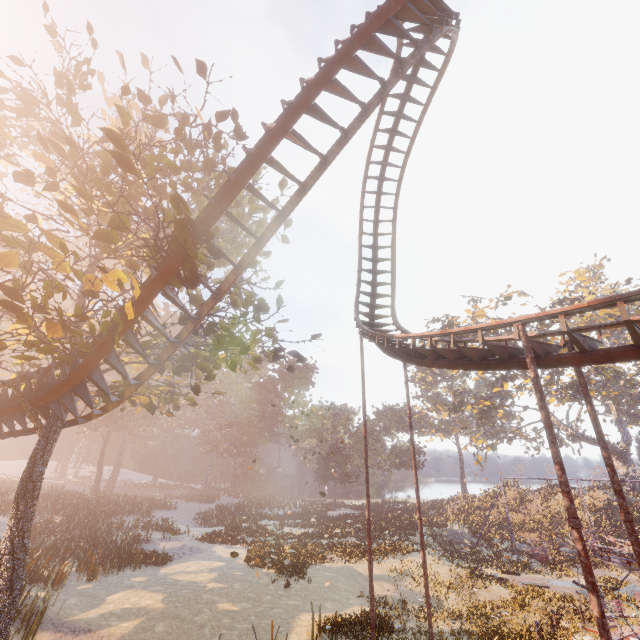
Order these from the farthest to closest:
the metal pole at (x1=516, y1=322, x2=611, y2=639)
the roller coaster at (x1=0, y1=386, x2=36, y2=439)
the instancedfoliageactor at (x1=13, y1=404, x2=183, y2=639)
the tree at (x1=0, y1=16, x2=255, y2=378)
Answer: the instancedfoliageactor at (x1=13, y1=404, x2=183, y2=639) → the roller coaster at (x1=0, y1=386, x2=36, y2=439) → the tree at (x1=0, y1=16, x2=255, y2=378) → the metal pole at (x1=516, y1=322, x2=611, y2=639)

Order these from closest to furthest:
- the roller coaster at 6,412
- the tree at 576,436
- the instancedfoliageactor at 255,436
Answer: the roller coaster at 6,412
the tree at 576,436
the instancedfoliageactor at 255,436

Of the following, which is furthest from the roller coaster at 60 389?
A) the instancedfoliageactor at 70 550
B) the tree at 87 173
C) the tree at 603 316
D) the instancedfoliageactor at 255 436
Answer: the instancedfoliageactor at 255 436

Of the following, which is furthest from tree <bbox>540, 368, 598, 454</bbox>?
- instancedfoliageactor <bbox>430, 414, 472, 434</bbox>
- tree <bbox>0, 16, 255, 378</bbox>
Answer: tree <bbox>0, 16, 255, 378</bbox>

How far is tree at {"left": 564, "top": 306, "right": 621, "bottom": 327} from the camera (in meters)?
37.09

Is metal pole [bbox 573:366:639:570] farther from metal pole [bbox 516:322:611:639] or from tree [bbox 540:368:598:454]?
tree [bbox 540:368:598:454]

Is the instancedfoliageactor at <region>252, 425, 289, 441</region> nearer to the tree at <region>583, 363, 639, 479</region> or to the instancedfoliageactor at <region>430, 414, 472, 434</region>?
the instancedfoliageactor at <region>430, 414, 472, 434</region>

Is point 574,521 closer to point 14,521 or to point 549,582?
point 14,521
